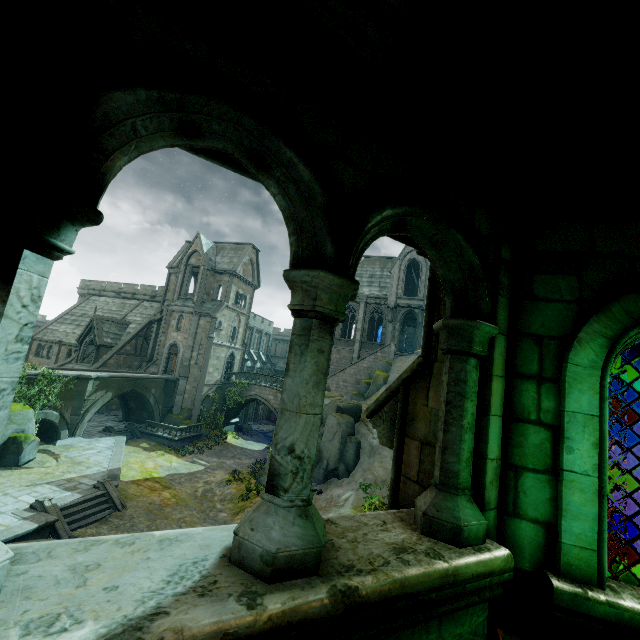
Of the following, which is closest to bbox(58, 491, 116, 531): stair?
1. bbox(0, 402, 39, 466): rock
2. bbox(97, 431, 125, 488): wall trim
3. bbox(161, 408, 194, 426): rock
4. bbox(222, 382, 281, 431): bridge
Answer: bbox(97, 431, 125, 488): wall trim

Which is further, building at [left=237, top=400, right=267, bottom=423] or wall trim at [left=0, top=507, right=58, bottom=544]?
building at [left=237, top=400, right=267, bottom=423]

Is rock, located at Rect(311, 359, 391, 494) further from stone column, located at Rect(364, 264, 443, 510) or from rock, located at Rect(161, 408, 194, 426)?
stone column, located at Rect(364, 264, 443, 510)

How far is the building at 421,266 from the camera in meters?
34.5 m

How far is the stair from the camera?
14.7m

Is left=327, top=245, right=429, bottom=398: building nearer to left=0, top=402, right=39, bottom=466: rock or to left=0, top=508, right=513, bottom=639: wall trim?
left=0, top=402, right=39, bottom=466: rock

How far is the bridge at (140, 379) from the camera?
22.9m

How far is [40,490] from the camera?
15.91m
